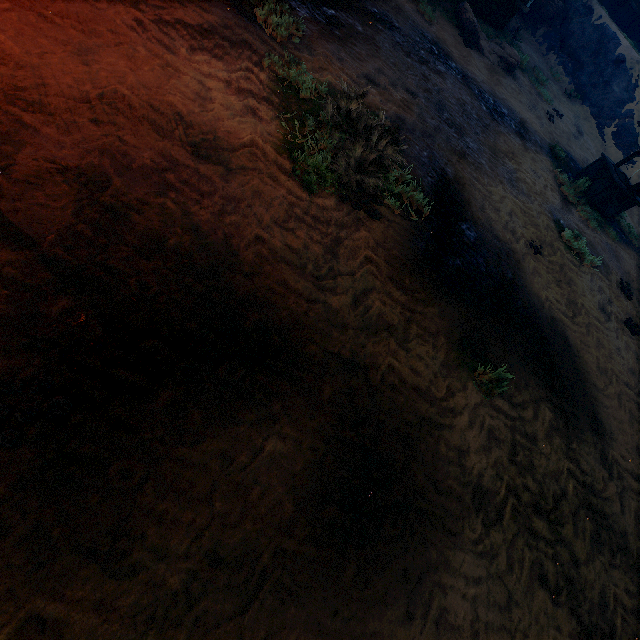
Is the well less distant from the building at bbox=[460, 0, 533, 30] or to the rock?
the building at bbox=[460, 0, 533, 30]

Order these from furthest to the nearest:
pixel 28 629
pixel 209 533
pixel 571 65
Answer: pixel 571 65 < pixel 209 533 < pixel 28 629

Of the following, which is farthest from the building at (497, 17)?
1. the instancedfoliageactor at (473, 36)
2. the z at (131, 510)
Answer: the instancedfoliageactor at (473, 36)

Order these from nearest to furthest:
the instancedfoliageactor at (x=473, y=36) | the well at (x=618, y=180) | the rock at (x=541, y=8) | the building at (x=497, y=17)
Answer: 1. the well at (x=618, y=180)
2. the instancedfoliageactor at (x=473, y=36)
3. the building at (x=497, y=17)
4. the rock at (x=541, y=8)

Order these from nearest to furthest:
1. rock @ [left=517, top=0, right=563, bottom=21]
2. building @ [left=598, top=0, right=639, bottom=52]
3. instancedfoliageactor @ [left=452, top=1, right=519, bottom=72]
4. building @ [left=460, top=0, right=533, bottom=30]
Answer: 1. instancedfoliageactor @ [left=452, top=1, right=519, bottom=72]
2. building @ [left=460, top=0, right=533, bottom=30]
3. rock @ [left=517, top=0, right=563, bottom=21]
4. building @ [left=598, top=0, right=639, bottom=52]

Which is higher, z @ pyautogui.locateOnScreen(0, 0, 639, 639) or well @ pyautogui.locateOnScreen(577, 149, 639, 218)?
well @ pyautogui.locateOnScreen(577, 149, 639, 218)

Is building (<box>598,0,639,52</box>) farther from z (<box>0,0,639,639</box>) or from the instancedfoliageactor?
the instancedfoliageactor

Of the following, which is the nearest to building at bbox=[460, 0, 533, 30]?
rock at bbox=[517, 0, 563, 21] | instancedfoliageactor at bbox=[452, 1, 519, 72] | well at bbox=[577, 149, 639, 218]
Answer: rock at bbox=[517, 0, 563, 21]
